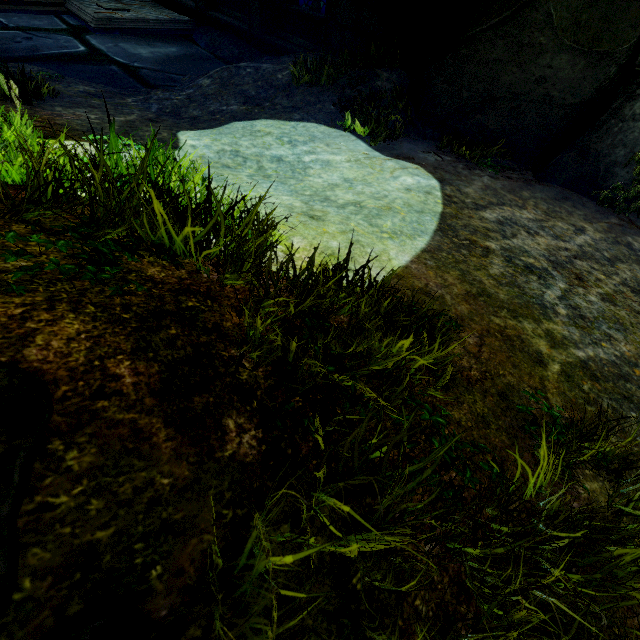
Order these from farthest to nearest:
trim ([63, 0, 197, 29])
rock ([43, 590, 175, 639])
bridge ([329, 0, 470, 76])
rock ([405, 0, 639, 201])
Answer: trim ([63, 0, 197, 29]), bridge ([329, 0, 470, 76]), rock ([405, 0, 639, 201]), rock ([43, 590, 175, 639])

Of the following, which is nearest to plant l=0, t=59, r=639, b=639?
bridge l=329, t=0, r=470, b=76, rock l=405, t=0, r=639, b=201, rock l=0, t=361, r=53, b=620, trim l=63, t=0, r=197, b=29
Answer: rock l=0, t=361, r=53, b=620

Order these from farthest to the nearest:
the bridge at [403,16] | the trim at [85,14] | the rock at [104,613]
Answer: the trim at [85,14], the bridge at [403,16], the rock at [104,613]

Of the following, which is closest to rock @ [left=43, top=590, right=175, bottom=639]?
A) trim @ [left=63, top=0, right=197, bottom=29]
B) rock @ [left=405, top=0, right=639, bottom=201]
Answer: rock @ [left=405, top=0, right=639, bottom=201]

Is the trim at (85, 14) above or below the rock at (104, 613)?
below

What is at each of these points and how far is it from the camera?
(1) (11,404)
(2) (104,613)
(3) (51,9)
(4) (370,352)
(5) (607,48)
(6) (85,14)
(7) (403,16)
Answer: (1) rock, 0.8m
(2) rock, 0.7m
(3) stone column, 10.5m
(4) plant, 1.7m
(5) rock, 4.2m
(6) trim, 10.0m
(7) bridge, 6.0m

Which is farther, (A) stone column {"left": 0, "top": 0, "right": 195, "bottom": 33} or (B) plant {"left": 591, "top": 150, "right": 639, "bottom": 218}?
(A) stone column {"left": 0, "top": 0, "right": 195, "bottom": 33}

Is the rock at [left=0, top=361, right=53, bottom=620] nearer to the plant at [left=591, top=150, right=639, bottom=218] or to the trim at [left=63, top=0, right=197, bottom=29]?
the plant at [left=591, top=150, right=639, bottom=218]
